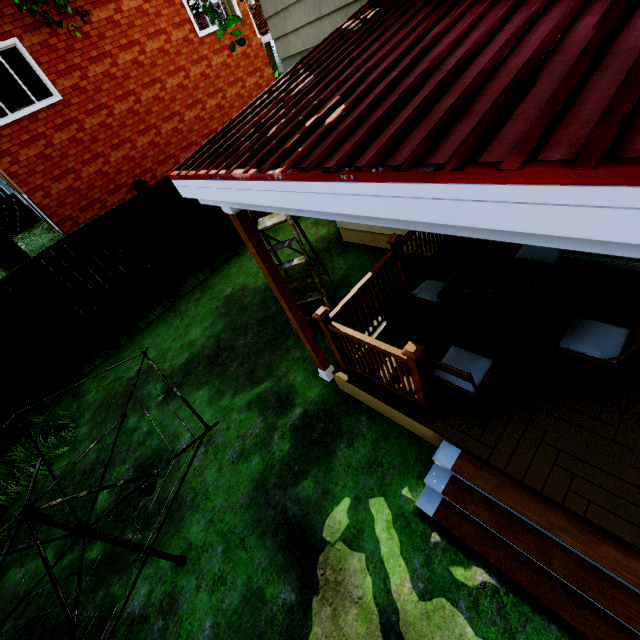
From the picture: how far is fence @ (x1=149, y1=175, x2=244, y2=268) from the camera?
7.2m

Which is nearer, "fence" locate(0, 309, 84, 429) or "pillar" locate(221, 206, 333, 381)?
"pillar" locate(221, 206, 333, 381)

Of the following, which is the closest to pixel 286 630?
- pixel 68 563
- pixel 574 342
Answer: pixel 68 563

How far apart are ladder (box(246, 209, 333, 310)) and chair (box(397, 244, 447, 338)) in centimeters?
144cm

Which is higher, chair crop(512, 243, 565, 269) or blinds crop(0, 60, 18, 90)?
blinds crop(0, 60, 18, 90)

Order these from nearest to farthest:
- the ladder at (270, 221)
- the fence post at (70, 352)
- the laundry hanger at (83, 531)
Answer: the laundry hanger at (83, 531) < the ladder at (270, 221) < the fence post at (70, 352)

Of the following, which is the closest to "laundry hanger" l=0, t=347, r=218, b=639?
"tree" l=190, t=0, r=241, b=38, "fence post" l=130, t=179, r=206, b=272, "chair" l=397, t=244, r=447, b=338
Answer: "chair" l=397, t=244, r=447, b=338

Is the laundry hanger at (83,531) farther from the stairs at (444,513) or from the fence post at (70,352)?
the fence post at (70,352)
